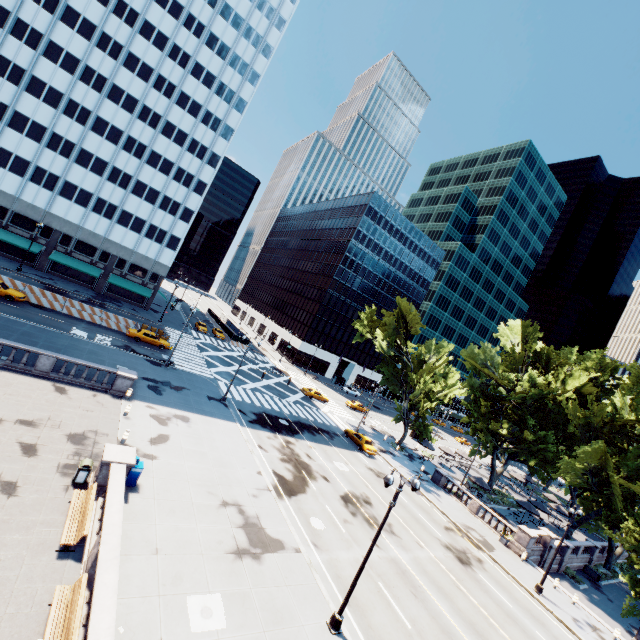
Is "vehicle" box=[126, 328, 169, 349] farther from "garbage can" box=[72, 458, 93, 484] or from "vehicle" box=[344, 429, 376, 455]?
"garbage can" box=[72, 458, 93, 484]

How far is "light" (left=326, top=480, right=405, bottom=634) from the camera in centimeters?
1383cm

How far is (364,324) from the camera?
45.97m

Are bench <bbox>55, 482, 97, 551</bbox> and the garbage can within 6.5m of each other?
yes

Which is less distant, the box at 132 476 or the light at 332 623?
the light at 332 623

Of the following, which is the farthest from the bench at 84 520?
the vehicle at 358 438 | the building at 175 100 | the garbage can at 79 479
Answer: the building at 175 100

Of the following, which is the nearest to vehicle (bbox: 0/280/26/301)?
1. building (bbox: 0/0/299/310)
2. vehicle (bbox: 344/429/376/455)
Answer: building (bbox: 0/0/299/310)

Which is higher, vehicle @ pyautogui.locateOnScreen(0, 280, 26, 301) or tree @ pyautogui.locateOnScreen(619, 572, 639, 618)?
tree @ pyautogui.locateOnScreen(619, 572, 639, 618)
